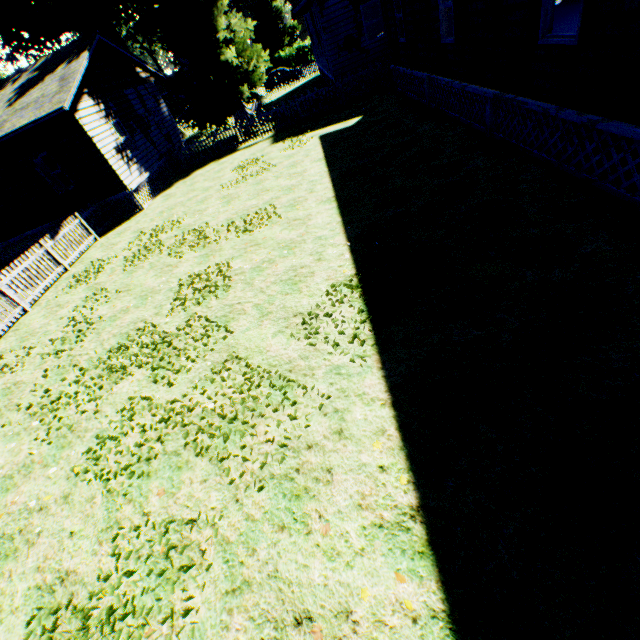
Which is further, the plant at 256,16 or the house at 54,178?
the plant at 256,16

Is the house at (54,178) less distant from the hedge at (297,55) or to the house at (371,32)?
the house at (371,32)

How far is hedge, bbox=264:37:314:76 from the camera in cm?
4603

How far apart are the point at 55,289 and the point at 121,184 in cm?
615

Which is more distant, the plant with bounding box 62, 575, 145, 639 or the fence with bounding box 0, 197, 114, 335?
the fence with bounding box 0, 197, 114, 335

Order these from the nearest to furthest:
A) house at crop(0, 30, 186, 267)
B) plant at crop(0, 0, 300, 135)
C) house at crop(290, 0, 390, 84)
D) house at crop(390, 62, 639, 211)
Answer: house at crop(390, 62, 639, 211), house at crop(0, 30, 186, 267), house at crop(290, 0, 390, 84), plant at crop(0, 0, 300, 135)

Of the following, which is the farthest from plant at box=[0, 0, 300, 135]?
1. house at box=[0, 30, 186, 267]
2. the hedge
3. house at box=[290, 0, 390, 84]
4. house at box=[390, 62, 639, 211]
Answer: house at box=[390, 62, 639, 211]

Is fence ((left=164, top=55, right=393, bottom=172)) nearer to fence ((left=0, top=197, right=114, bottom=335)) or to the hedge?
fence ((left=0, top=197, right=114, bottom=335))
